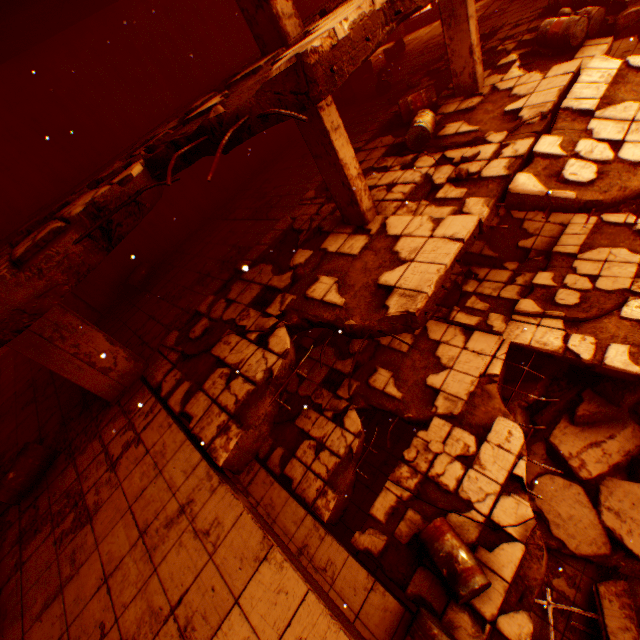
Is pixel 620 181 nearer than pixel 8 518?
Yes

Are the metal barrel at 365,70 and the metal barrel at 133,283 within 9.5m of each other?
no

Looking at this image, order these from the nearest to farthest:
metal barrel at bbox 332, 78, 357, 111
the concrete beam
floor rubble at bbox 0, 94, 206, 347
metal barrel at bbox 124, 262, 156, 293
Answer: floor rubble at bbox 0, 94, 206, 347
the concrete beam
metal barrel at bbox 124, 262, 156, 293
metal barrel at bbox 332, 78, 357, 111

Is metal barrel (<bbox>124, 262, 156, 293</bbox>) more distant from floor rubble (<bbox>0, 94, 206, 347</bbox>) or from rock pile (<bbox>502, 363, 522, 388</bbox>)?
rock pile (<bbox>502, 363, 522, 388</bbox>)

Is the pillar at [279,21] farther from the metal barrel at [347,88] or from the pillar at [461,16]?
the metal barrel at [347,88]

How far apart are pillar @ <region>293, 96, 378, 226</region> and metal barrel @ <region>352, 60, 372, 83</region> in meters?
11.8

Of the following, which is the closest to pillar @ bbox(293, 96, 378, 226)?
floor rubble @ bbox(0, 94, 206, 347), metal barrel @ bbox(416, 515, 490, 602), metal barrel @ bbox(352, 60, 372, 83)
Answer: floor rubble @ bbox(0, 94, 206, 347)

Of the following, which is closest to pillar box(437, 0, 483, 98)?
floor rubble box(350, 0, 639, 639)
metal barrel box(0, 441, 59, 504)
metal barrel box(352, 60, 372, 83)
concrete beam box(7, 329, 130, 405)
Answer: floor rubble box(350, 0, 639, 639)
